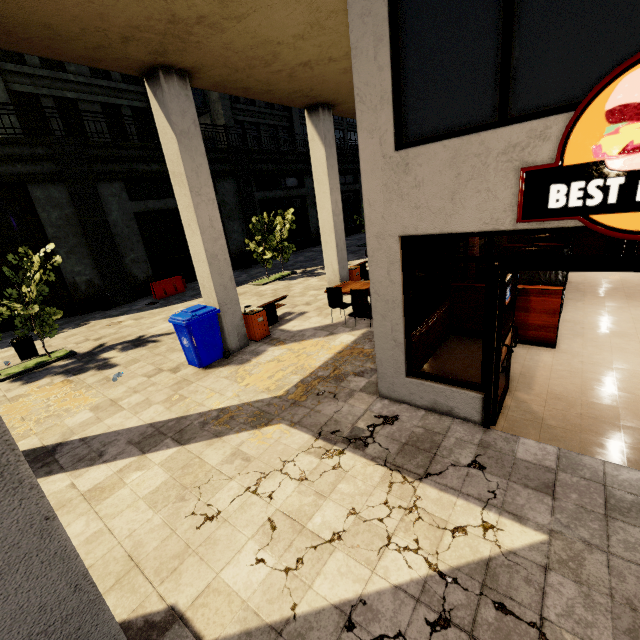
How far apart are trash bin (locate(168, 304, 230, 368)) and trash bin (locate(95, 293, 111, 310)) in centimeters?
912cm

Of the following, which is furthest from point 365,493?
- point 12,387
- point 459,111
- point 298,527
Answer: point 12,387

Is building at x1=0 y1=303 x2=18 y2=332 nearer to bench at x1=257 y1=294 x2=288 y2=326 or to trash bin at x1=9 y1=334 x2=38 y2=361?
bench at x1=257 y1=294 x2=288 y2=326

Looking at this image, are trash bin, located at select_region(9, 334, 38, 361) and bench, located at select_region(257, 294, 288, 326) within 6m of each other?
no

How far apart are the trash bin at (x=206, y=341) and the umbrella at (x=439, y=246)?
4.1m

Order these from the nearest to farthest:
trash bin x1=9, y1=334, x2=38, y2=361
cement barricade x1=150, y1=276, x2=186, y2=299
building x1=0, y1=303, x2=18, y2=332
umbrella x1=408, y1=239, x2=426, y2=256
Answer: umbrella x1=408, y1=239, x2=426, y2=256
trash bin x1=9, y1=334, x2=38, y2=361
building x1=0, y1=303, x2=18, y2=332
cement barricade x1=150, y1=276, x2=186, y2=299

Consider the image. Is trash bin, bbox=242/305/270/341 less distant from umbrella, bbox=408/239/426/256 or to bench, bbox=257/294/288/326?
bench, bbox=257/294/288/326
